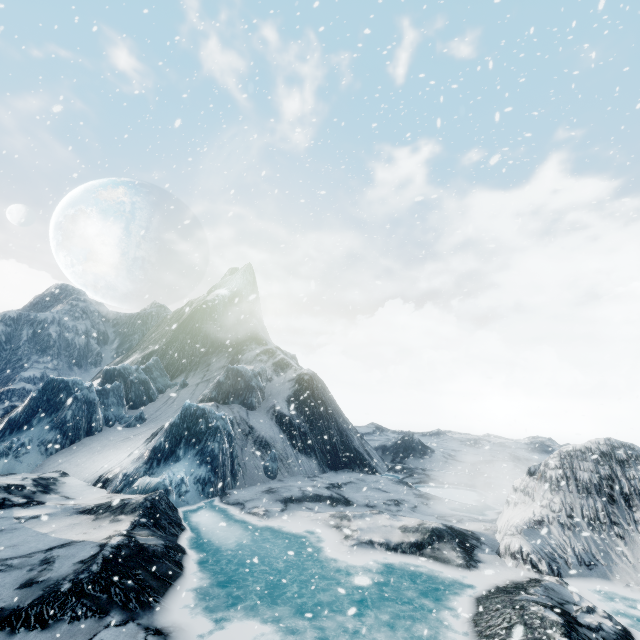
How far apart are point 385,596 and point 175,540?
9.03m
